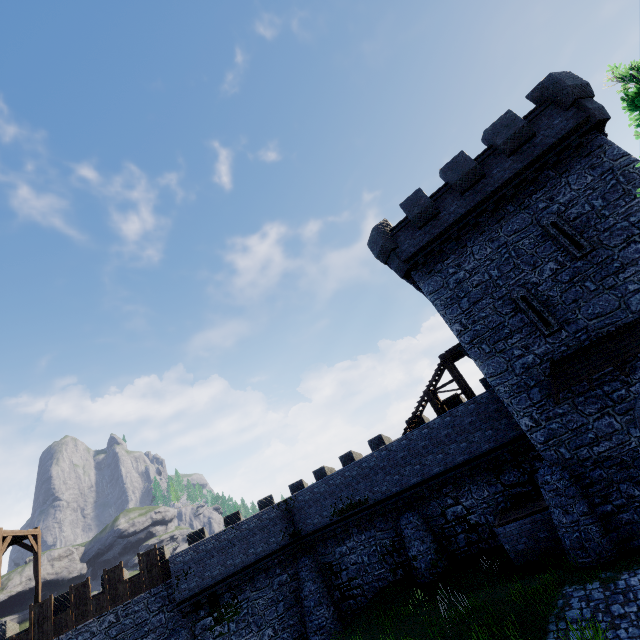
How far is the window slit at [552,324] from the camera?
13.6 meters

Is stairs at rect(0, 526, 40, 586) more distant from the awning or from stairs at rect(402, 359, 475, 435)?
the awning

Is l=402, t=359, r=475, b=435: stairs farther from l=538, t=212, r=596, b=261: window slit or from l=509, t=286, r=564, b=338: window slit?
l=538, t=212, r=596, b=261: window slit

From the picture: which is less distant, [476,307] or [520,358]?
[520,358]

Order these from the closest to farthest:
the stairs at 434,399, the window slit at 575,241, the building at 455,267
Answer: the building at 455,267, the window slit at 575,241, the stairs at 434,399

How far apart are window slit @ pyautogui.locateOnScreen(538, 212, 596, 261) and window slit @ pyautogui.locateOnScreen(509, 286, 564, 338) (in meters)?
1.85

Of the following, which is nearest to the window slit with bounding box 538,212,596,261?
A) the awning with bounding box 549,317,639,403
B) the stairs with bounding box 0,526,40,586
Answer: the awning with bounding box 549,317,639,403

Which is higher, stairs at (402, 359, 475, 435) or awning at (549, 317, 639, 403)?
stairs at (402, 359, 475, 435)
